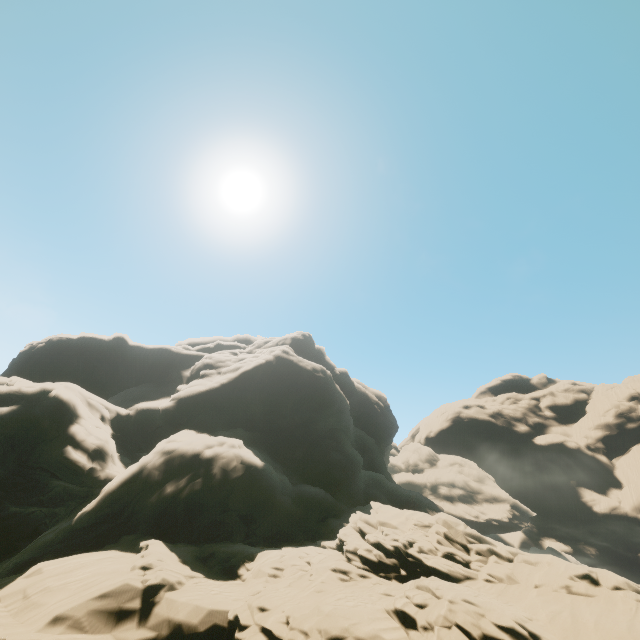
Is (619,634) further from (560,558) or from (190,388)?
(190,388)
